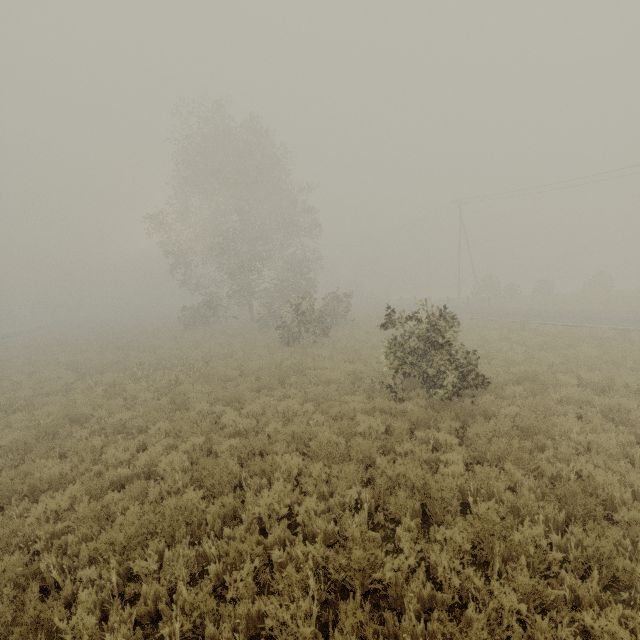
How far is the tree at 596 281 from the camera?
32.34m

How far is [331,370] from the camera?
12.8 meters

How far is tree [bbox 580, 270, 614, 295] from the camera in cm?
3234
